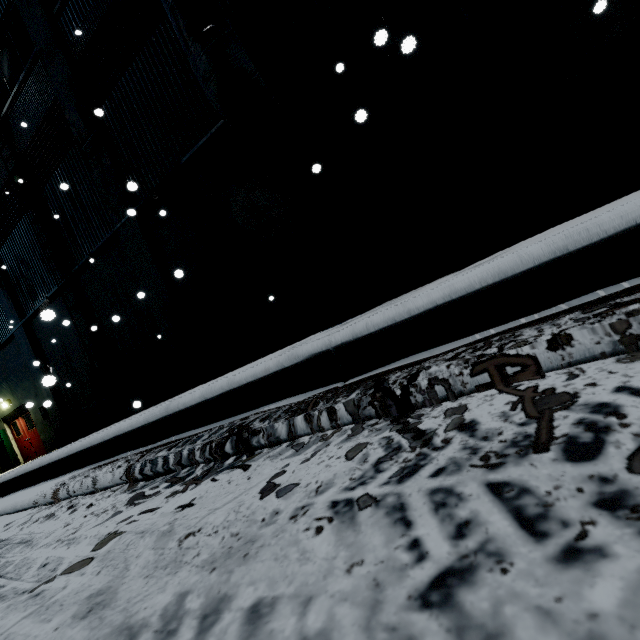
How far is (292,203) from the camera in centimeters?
664cm

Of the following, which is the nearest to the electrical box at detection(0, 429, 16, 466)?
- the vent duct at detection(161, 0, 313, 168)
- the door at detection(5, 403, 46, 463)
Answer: the door at detection(5, 403, 46, 463)

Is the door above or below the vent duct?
below

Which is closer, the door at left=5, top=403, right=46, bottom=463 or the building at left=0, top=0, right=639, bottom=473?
the building at left=0, top=0, right=639, bottom=473

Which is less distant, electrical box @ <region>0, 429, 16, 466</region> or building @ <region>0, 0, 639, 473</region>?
building @ <region>0, 0, 639, 473</region>

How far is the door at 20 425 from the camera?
14.02m

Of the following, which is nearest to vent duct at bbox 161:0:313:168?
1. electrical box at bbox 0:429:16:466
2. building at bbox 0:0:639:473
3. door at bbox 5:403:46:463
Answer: building at bbox 0:0:639:473

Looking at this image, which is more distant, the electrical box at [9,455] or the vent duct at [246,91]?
the electrical box at [9,455]
